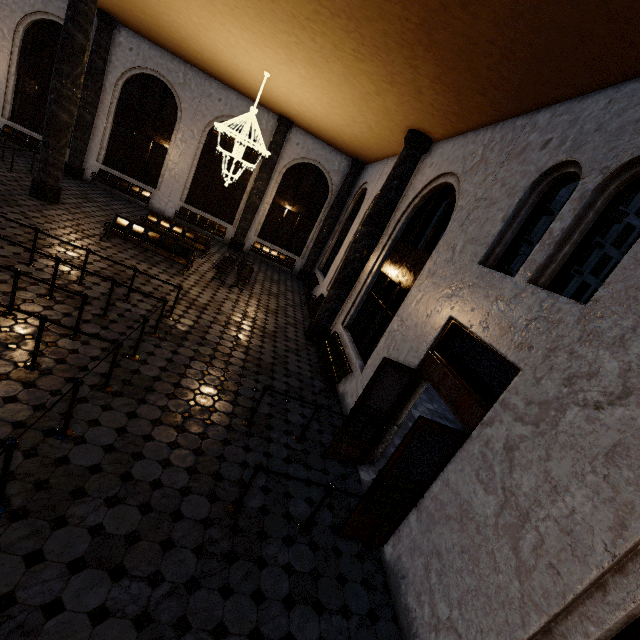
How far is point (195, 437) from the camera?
4.91m
